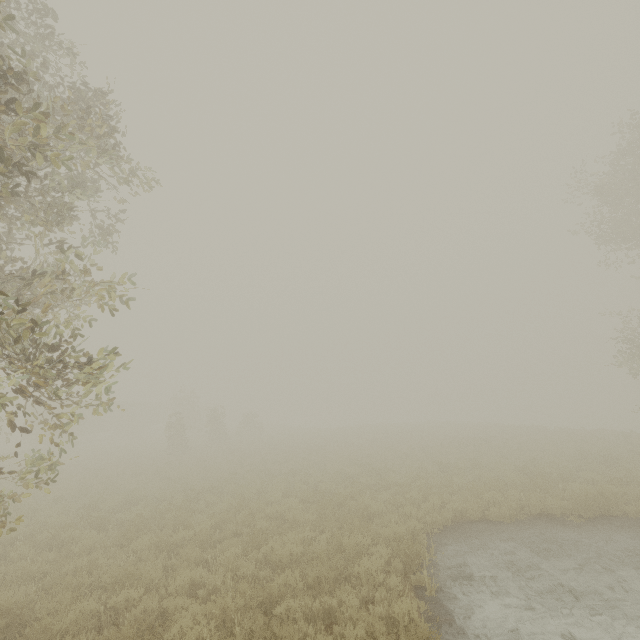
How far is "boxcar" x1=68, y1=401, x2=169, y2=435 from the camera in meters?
37.2 m

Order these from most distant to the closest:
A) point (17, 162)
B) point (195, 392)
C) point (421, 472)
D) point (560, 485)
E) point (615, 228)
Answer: point (195, 392) → point (615, 228) → point (421, 472) → point (560, 485) → point (17, 162)

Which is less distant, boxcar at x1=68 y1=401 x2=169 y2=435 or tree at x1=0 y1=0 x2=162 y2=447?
tree at x1=0 y1=0 x2=162 y2=447

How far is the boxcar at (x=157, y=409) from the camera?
37.25m

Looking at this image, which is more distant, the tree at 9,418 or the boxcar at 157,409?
the boxcar at 157,409
